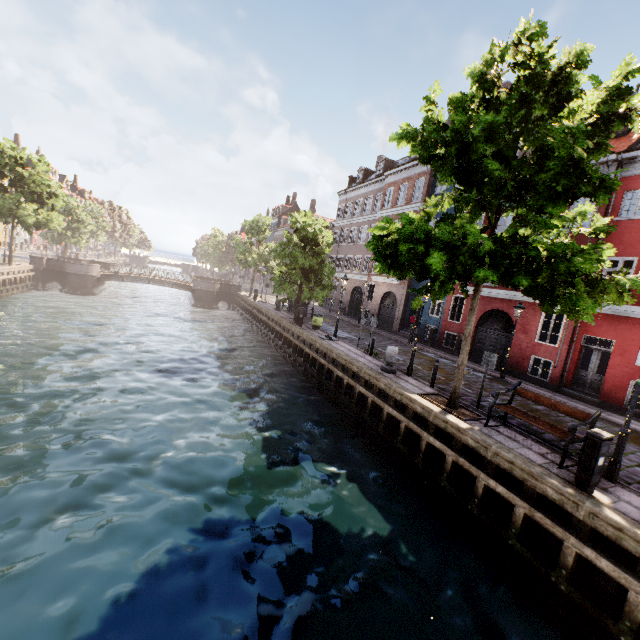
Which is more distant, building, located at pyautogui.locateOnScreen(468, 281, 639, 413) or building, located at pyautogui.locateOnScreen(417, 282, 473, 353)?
building, located at pyautogui.locateOnScreen(417, 282, 473, 353)

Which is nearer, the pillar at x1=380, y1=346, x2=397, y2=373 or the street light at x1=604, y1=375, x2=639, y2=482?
the street light at x1=604, y1=375, x2=639, y2=482

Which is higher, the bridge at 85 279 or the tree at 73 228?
the tree at 73 228

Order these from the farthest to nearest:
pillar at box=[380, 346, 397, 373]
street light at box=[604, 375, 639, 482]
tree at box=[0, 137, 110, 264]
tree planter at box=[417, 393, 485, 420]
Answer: tree at box=[0, 137, 110, 264] → pillar at box=[380, 346, 397, 373] → tree planter at box=[417, 393, 485, 420] → street light at box=[604, 375, 639, 482]

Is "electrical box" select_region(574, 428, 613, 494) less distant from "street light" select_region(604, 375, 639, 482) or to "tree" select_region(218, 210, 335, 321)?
"street light" select_region(604, 375, 639, 482)

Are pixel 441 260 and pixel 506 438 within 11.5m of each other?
yes

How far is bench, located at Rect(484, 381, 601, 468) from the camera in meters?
7.5

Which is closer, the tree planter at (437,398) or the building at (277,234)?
the tree planter at (437,398)
